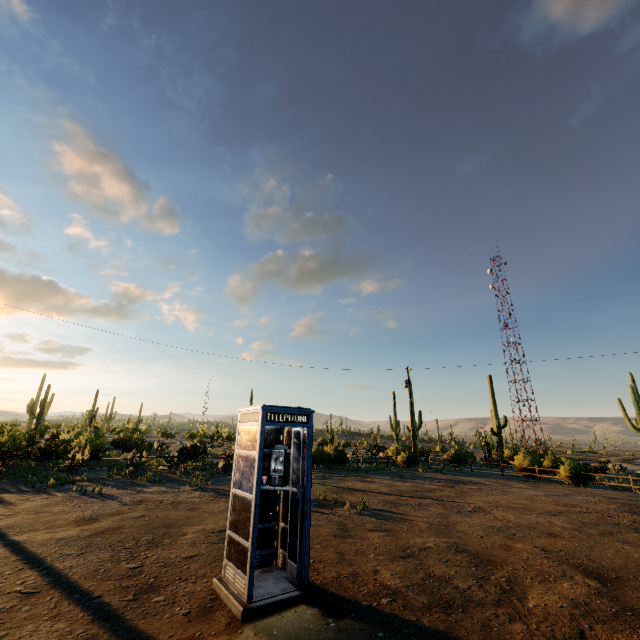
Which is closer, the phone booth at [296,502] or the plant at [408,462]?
the phone booth at [296,502]

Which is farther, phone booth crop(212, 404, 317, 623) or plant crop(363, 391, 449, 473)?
plant crop(363, 391, 449, 473)

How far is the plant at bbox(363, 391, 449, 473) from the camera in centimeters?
2480cm

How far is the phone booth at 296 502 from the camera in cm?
446

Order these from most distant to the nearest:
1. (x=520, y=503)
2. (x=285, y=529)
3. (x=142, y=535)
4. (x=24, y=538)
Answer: (x=520, y=503), (x=142, y=535), (x=24, y=538), (x=285, y=529)

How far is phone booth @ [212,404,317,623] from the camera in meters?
4.5
